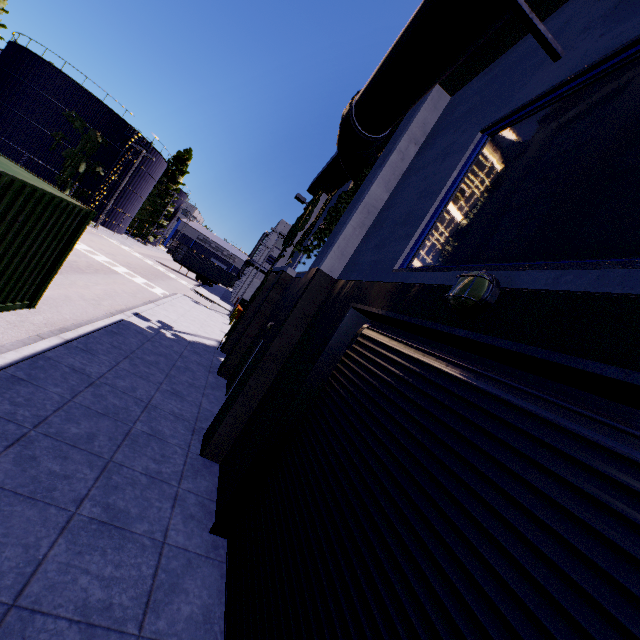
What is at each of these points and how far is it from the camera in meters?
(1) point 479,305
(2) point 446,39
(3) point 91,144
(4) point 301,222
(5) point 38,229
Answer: (1) light, 2.8
(2) pipe, 4.6
(3) tree, 35.9
(4) tree, 16.5
(5) cargo container, 5.5

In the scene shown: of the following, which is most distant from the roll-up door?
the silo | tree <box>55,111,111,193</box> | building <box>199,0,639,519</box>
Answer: tree <box>55,111,111,193</box>

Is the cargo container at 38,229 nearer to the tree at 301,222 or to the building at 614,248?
the building at 614,248

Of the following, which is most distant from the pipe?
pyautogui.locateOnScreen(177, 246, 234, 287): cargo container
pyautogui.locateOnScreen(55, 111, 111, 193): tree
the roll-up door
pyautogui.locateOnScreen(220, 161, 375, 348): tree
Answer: pyautogui.locateOnScreen(177, 246, 234, 287): cargo container

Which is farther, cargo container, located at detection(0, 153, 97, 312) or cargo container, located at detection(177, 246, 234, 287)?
cargo container, located at detection(177, 246, 234, 287)

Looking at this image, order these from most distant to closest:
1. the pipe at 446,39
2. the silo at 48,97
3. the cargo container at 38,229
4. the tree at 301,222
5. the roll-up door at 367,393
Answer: the silo at 48,97 < the tree at 301,222 < the cargo container at 38,229 < the pipe at 446,39 < the roll-up door at 367,393

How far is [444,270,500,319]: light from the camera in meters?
2.7

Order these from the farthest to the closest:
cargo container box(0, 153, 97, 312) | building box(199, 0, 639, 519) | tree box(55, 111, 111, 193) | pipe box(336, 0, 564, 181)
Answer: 1. tree box(55, 111, 111, 193)
2. cargo container box(0, 153, 97, 312)
3. pipe box(336, 0, 564, 181)
4. building box(199, 0, 639, 519)
